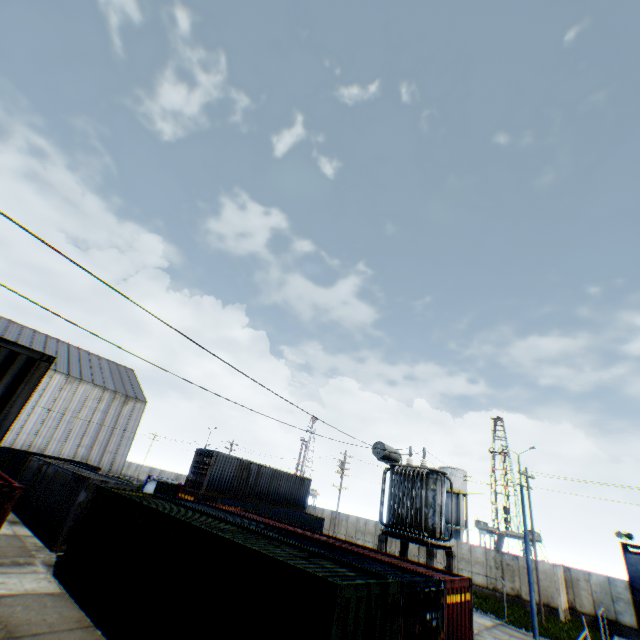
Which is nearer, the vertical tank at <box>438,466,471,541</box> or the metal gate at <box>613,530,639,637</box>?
the metal gate at <box>613,530,639,637</box>

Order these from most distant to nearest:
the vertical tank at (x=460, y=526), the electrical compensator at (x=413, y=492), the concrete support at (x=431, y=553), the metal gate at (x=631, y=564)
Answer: the vertical tank at (x=460, y=526)
the metal gate at (x=631, y=564)
the electrical compensator at (x=413, y=492)
the concrete support at (x=431, y=553)

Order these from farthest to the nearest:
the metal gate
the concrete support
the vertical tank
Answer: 1. the vertical tank
2. the metal gate
3. the concrete support

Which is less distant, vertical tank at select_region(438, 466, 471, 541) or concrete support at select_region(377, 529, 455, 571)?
concrete support at select_region(377, 529, 455, 571)

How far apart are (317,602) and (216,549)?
3.22m

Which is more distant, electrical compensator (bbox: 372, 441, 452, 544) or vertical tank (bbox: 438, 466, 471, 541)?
vertical tank (bbox: 438, 466, 471, 541)

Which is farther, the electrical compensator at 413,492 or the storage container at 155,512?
the electrical compensator at 413,492

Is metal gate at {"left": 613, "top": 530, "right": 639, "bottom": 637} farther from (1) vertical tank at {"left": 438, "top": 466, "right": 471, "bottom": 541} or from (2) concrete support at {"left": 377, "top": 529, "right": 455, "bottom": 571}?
(2) concrete support at {"left": 377, "top": 529, "right": 455, "bottom": 571}
